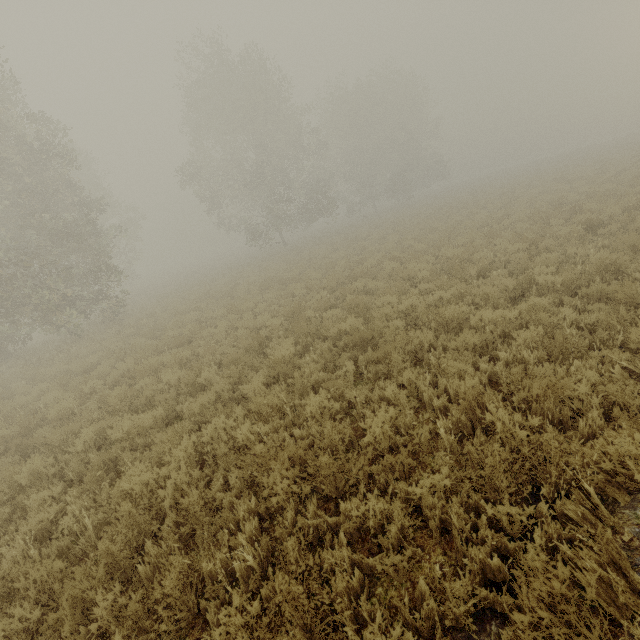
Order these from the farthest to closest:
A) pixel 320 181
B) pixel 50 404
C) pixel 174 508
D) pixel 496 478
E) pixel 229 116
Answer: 1. pixel 320 181
2. pixel 229 116
3. pixel 50 404
4. pixel 174 508
5. pixel 496 478
